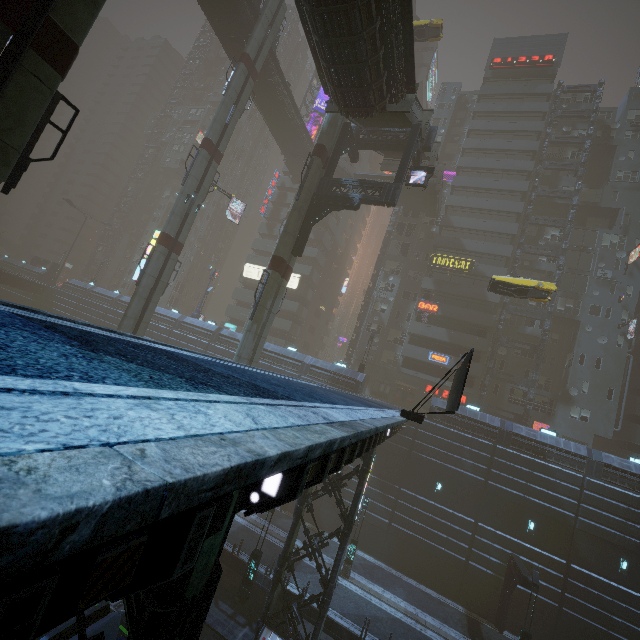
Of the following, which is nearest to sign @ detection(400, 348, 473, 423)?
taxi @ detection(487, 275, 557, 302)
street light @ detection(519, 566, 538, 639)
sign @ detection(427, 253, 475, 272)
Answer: taxi @ detection(487, 275, 557, 302)

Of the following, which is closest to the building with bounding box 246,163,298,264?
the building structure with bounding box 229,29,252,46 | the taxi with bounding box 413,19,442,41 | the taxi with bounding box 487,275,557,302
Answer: the taxi with bounding box 487,275,557,302

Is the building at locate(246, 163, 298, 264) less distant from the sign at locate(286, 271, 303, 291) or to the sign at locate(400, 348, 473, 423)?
the sign at locate(286, 271, 303, 291)

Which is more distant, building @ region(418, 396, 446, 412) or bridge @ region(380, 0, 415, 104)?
building @ region(418, 396, 446, 412)

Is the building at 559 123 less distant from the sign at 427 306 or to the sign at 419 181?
the sign at 427 306

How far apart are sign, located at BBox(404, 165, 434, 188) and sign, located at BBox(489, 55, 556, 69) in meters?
38.1 m

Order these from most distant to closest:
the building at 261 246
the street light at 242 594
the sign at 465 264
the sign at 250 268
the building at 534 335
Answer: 1. the building at 261 246
2. the sign at 250 268
3. the sign at 465 264
4. the building at 534 335
5. the street light at 242 594

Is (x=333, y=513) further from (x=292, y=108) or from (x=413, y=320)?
(x=292, y=108)
